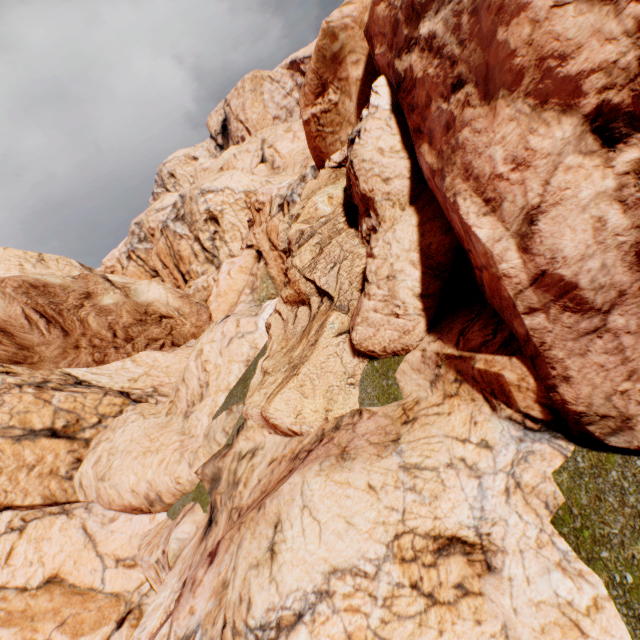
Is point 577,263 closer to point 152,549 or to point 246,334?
point 246,334
